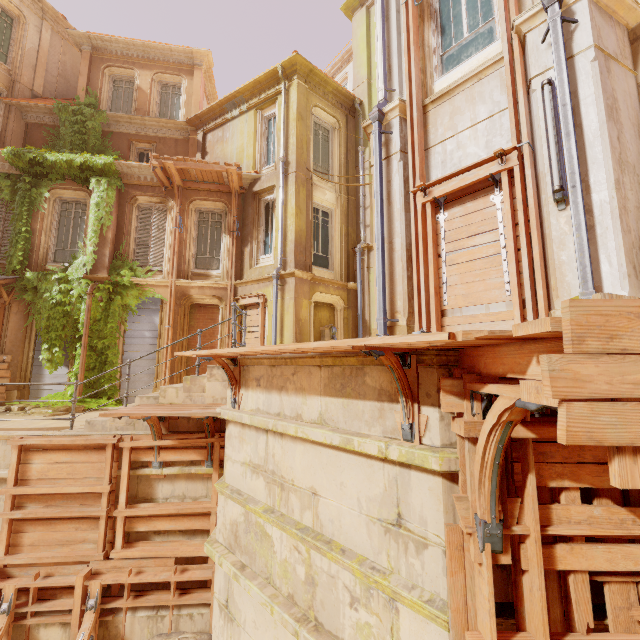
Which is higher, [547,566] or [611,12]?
[611,12]

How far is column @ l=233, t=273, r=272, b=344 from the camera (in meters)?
11.54

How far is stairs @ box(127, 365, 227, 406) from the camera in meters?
6.7

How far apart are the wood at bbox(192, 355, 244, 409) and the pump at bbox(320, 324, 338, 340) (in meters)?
6.36

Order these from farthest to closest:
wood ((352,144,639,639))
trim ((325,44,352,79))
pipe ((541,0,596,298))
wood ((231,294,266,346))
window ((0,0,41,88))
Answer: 1. trim ((325,44,352,79))
2. window ((0,0,41,88))
3. wood ((231,294,266,346))
4. pipe ((541,0,596,298))
5. wood ((352,144,639,639))

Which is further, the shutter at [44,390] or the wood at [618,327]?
the shutter at [44,390]

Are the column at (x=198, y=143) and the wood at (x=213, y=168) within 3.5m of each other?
yes

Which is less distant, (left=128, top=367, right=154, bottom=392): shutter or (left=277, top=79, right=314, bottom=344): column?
(left=277, top=79, right=314, bottom=344): column
